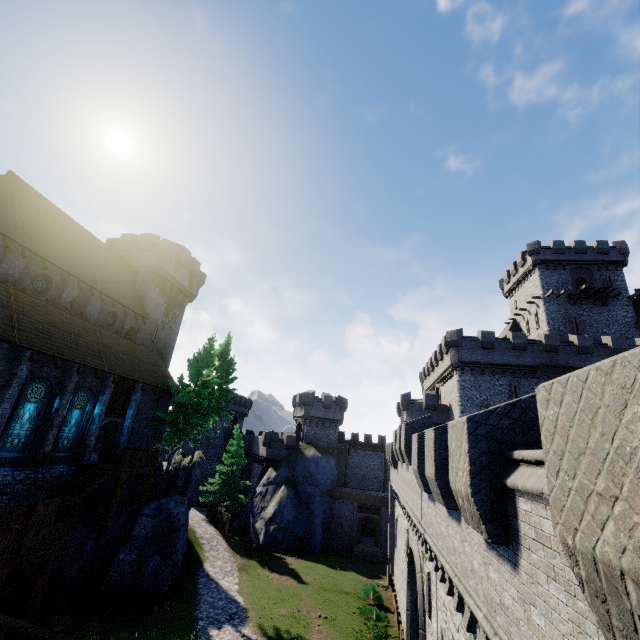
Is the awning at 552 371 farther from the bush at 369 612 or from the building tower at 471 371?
the bush at 369 612

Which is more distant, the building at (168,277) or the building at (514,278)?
the building at (514,278)

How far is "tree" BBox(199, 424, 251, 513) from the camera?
37.1m

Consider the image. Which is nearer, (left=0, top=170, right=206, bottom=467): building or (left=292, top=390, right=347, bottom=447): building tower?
(left=0, top=170, right=206, bottom=467): building

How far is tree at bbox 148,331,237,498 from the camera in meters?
25.6 m

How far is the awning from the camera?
30.93m

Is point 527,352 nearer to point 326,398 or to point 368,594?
point 326,398

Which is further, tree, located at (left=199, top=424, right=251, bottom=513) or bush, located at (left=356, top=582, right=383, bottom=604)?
tree, located at (left=199, top=424, right=251, bottom=513)
